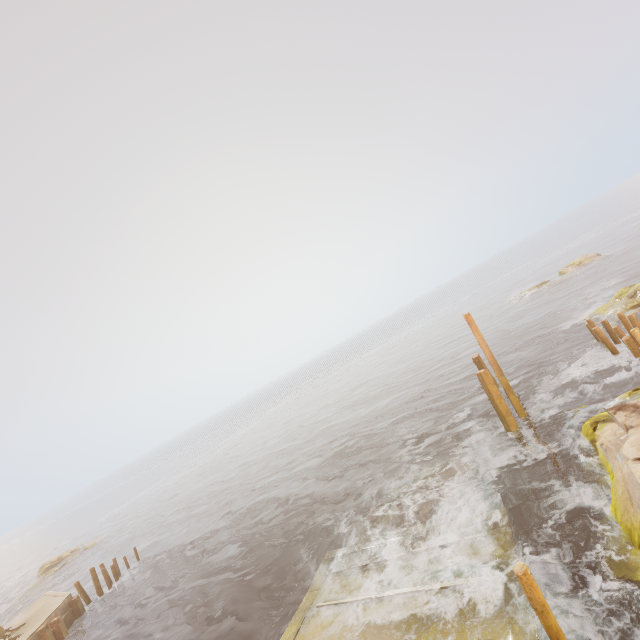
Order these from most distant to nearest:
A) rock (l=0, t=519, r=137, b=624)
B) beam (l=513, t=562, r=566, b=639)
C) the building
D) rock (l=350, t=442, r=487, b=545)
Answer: rock (l=0, t=519, r=137, b=624) < the building < rock (l=350, t=442, r=487, b=545) < beam (l=513, t=562, r=566, b=639)

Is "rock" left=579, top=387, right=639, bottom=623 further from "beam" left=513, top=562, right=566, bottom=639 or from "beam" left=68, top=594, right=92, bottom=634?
"beam" left=68, top=594, right=92, bottom=634

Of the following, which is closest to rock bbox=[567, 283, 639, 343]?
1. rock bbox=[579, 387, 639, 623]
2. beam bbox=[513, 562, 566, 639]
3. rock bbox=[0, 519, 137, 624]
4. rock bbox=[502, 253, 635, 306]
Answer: rock bbox=[579, 387, 639, 623]

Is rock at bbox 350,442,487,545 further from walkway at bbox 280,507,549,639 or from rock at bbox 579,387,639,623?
rock at bbox 579,387,639,623

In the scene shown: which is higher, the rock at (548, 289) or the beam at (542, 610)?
the beam at (542, 610)

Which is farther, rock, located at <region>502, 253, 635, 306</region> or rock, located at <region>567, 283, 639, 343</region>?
rock, located at <region>502, 253, 635, 306</region>

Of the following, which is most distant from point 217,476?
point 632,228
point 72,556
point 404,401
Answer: point 632,228

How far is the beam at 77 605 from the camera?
19.5m
